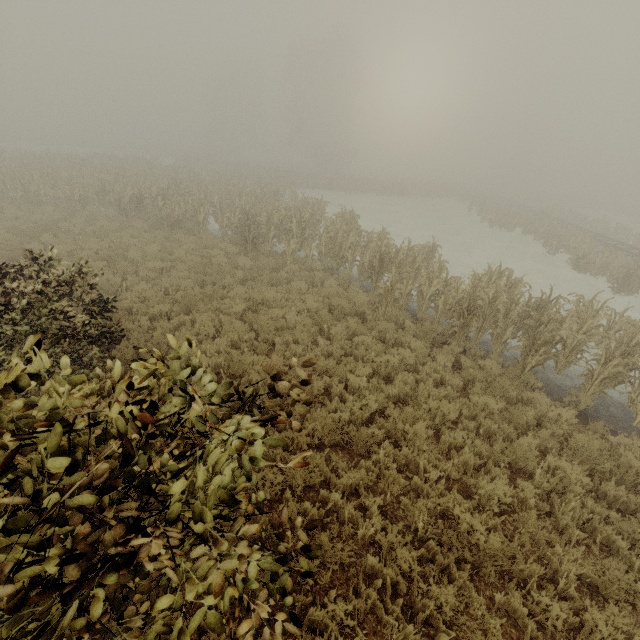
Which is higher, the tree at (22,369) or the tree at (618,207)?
the tree at (22,369)

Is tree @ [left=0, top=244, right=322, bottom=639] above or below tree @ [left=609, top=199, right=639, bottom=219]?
above

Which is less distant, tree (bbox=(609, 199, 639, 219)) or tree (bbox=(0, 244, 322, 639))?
tree (bbox=(0, 244, 322, 639))

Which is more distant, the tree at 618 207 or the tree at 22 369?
the tree at 618 207

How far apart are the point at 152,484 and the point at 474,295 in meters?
9.4 m
